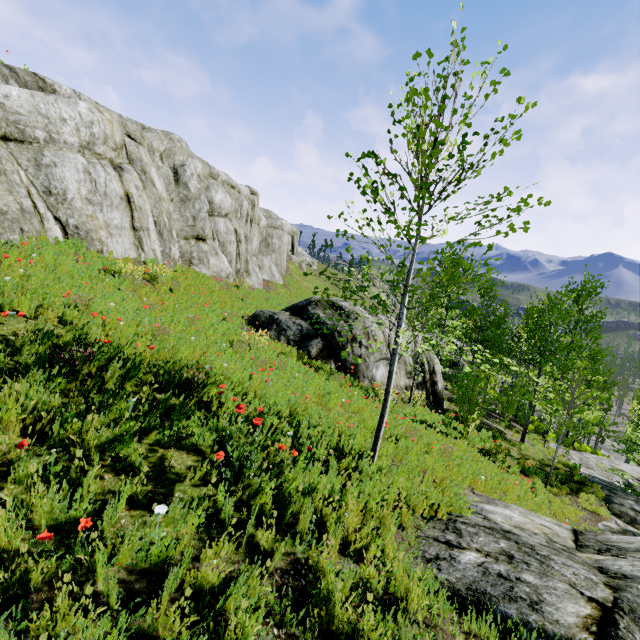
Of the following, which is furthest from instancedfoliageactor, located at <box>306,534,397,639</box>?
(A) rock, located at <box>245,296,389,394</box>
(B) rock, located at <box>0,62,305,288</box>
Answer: (A) rock, located at <box>245,296,389,394</box>

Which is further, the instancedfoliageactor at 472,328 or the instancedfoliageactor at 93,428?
the instancedfoliageactor at 472,328

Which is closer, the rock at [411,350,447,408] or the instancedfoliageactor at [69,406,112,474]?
the instancedfoliageactor at [69,406,112,474]

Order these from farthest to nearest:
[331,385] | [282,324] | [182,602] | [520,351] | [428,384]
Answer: [520,351], [428,384], [282,324], [331,385], [182,602]

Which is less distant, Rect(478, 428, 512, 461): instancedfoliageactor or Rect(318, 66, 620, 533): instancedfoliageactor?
Rect(318, 66, 620, 533): instancedfoliageactor

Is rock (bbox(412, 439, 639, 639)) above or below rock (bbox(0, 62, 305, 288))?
below
